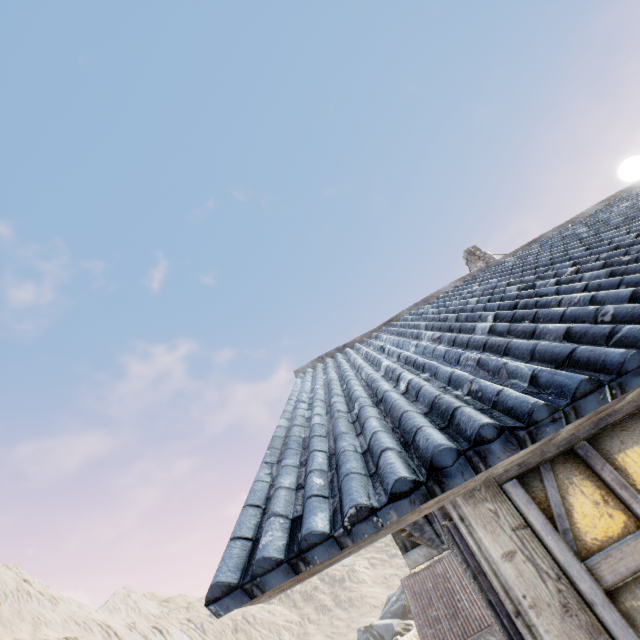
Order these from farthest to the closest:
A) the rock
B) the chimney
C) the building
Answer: the rock, the chimney, the building

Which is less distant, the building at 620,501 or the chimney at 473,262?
the building at 620,501

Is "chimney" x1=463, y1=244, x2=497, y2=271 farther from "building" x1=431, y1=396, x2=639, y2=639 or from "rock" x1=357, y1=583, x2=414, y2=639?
"rock" x1=357, y1=583, x2=414, y2=639

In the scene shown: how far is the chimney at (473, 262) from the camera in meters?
9.8 m

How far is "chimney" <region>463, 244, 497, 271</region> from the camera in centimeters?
978cm

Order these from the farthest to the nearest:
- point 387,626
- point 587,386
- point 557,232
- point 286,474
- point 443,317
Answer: point 387,626 < point 557,232 < point 443,317 < point 286,474 < point 587,386

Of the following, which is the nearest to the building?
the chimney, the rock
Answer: the chimney
